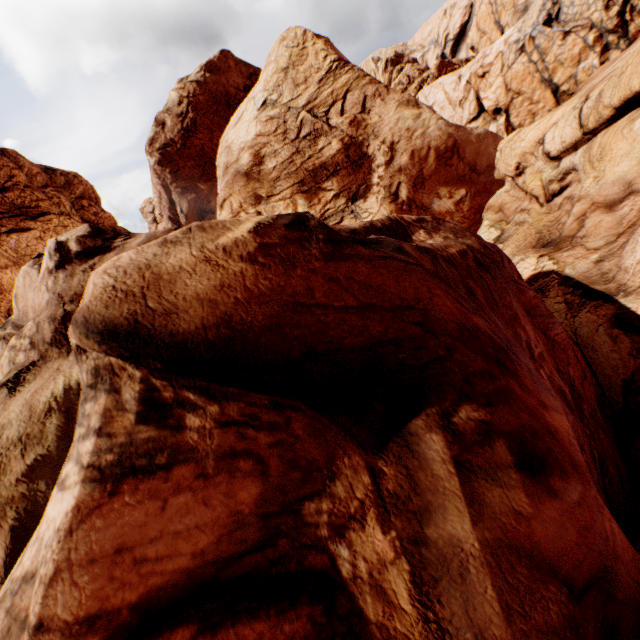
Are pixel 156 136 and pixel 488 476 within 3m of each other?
no
